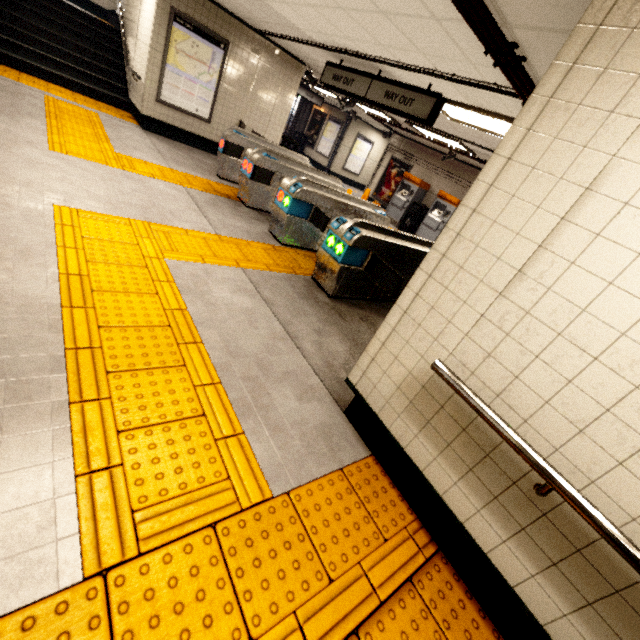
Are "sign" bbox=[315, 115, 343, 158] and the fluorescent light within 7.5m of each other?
no

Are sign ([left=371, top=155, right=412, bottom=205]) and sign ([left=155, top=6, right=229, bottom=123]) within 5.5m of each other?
no

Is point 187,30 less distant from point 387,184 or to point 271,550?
point 387,184

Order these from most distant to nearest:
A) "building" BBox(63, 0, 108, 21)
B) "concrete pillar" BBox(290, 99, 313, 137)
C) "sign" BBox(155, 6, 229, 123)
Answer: "concrete pillar" BBox(290, 99, 313, 137) → "building" BBox(63, 0, 108, 21) → "sign" BBox(155, 6, 229, 123)

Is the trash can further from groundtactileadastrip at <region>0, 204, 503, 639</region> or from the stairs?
the stairs

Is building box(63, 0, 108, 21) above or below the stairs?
above

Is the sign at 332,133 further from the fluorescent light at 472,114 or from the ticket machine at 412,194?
the fluorescent light at 472,114

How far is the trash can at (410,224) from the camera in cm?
1170
